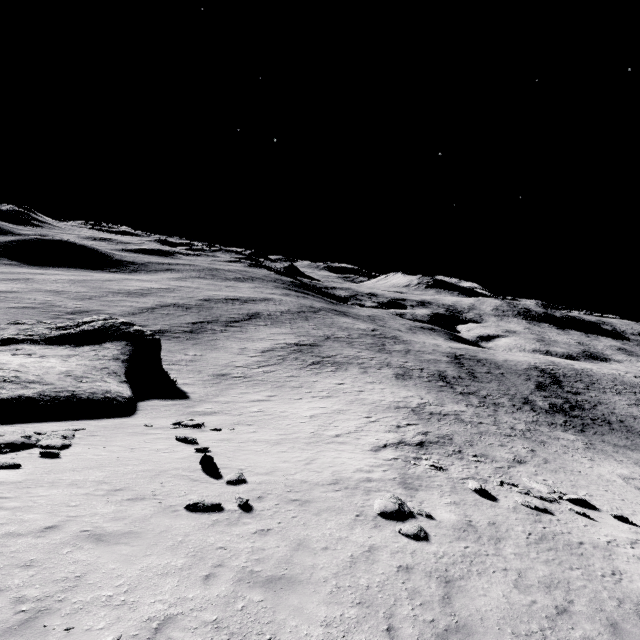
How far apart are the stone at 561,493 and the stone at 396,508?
9.4 meters

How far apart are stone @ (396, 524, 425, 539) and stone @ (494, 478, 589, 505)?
10.65m

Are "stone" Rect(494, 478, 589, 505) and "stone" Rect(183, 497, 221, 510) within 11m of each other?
no

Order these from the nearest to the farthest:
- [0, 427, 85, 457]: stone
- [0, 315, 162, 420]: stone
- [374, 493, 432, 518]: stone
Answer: [374, 493, 432, 518]: stone, [0, 427, 85, 457]: stone, [0, 315, 162, 420]: stone

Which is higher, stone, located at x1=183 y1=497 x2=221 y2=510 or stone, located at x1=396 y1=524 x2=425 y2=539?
stone, located at x1=183 y1=497 x2=221 y2=510

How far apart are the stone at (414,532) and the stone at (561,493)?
10.65m

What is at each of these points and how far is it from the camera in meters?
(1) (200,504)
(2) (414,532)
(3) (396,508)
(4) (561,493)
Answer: (1) stone, 10.1
(2) stone, 10.7
(3) stone, 12.1
(4) stone, 17.6

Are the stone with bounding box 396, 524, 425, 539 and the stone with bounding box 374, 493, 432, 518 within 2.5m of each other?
yes
